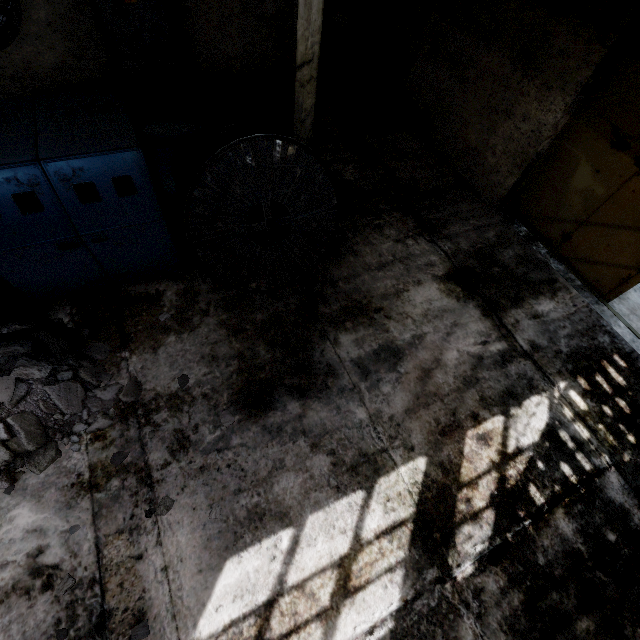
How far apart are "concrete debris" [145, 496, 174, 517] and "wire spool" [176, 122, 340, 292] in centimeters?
262cm

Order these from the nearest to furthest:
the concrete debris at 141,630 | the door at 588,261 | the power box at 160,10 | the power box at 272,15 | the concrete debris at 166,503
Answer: the concrete debris at 141,630
the concrete debris at 166,503
the door at 588,261
the power box at 160,10
the power box at 272,15

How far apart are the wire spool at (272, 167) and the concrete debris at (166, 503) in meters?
2.6 m

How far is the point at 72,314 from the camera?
4.6m

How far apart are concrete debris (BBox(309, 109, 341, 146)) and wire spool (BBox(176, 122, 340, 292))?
3.0m

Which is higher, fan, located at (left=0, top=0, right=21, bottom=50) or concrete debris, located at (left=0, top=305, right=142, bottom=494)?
fan, located at (left=0, top=0, right=21, bottom=50)

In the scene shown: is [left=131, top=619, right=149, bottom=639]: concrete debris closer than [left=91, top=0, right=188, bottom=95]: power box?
Yes

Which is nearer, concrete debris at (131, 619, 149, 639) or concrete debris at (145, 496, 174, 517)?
concrete debris at (131, 619, 149, 639)
